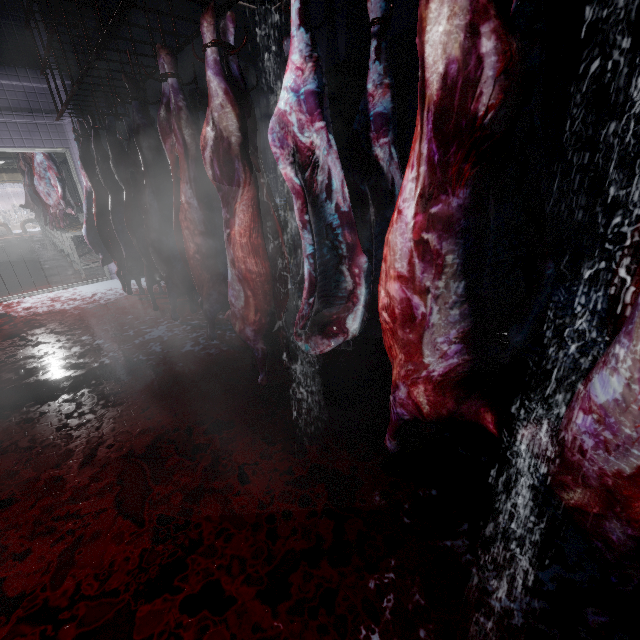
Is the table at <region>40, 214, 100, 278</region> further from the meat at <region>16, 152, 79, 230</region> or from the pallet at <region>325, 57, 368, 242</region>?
the pallet at <region>325, 57, 368, 242</region>

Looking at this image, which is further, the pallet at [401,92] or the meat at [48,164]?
the meat at [48,164]

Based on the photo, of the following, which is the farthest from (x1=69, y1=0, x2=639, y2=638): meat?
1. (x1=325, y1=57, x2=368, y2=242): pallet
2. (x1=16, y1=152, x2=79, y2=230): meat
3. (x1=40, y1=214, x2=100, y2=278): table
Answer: (x1=16, y1=152, x2=79, y2=230): meat

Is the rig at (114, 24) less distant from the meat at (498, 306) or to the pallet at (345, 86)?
the meat at (498, 306)

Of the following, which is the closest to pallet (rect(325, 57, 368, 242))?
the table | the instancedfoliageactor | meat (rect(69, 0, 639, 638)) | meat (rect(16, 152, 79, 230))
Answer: meat (rect(69, 0, 639, 638))

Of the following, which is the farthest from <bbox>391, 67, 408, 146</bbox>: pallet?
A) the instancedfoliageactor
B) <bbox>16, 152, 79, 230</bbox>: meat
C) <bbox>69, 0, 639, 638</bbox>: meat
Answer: the instancedfoliageactor

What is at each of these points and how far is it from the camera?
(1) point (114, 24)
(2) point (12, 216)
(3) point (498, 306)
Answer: (1) rig, 2.0 meters
(2) instancedfoliageactor, 18.1 meters
(3) meat, 1.6 meters

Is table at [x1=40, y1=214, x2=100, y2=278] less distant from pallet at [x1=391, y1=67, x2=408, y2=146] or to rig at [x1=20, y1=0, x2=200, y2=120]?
rig at [x1=20, y1=0, x2=200, y2=120]
